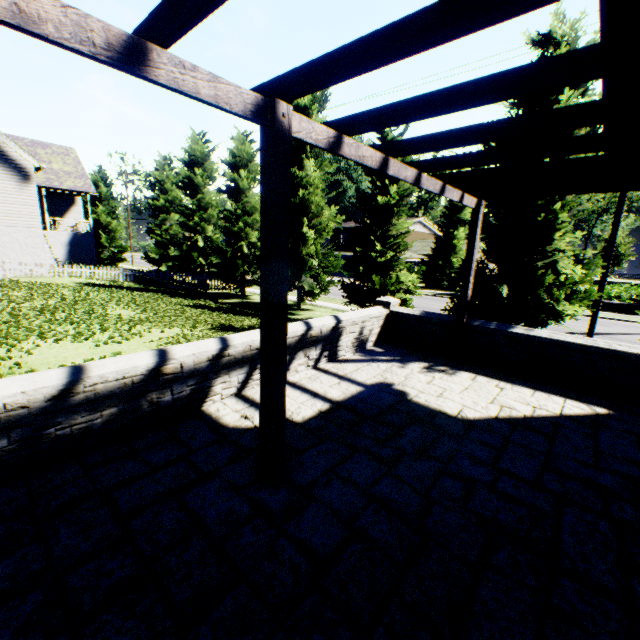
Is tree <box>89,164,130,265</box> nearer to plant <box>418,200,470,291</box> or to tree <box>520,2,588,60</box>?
tree <box>520,2,588,60</box>

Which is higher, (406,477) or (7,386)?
(7,386)

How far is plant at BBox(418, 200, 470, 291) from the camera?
31.4m

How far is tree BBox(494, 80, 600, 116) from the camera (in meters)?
8.87

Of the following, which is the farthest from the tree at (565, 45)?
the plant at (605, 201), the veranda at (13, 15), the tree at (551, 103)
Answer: the plant at (605, 201)

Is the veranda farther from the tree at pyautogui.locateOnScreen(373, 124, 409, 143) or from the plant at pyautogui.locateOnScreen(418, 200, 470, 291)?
the plant at pyautogui.locateOnScreen(418, 200, 470, 291)

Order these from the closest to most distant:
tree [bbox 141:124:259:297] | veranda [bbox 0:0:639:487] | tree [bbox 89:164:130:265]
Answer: veranda [bbox 0:0:639:487] → tree [bbox 141:124:259:297] → tree [bbox 89:164:130:265]

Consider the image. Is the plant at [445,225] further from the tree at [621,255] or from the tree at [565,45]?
the tree at [565,45]
